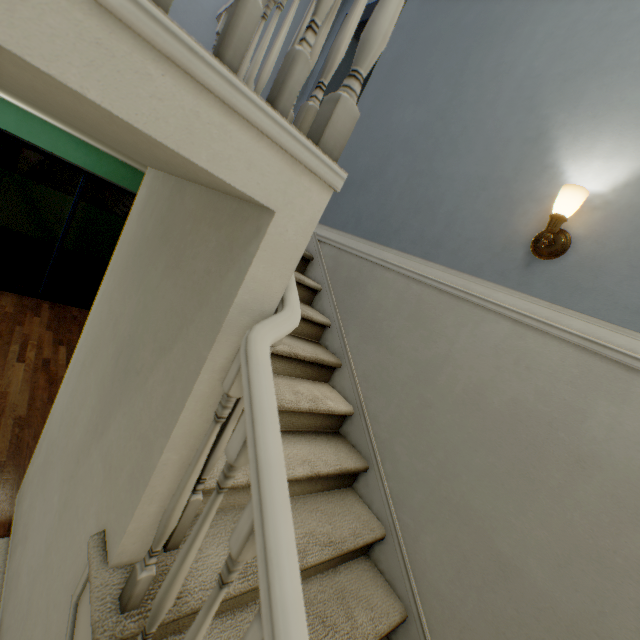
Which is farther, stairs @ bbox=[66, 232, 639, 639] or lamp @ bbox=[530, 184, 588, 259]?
lamp @ bbox=[530, 184, 588, 259]

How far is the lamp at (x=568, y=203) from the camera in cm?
131

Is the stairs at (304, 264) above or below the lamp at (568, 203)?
below

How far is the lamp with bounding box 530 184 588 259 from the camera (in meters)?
1.31

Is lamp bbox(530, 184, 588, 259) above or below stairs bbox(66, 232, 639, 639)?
above

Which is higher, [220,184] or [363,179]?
[363,179]

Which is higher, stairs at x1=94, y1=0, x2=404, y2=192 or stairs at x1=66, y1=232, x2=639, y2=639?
stairs at x1=94, y1=0, x2=404, y2=192
